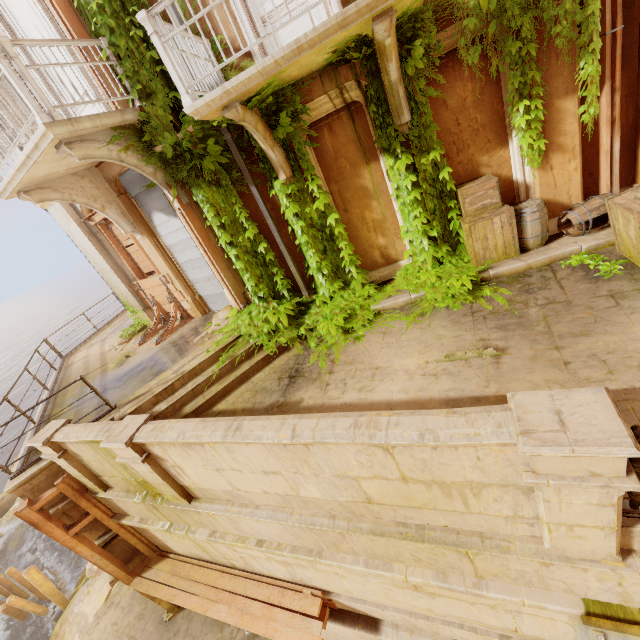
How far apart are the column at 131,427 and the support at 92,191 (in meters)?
5.53

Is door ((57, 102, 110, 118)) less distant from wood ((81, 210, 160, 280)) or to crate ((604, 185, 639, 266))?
wood ((81, 210, 160, 280))

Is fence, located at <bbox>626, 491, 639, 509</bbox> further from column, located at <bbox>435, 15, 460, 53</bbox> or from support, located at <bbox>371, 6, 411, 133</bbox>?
column, located at <bbox>435, 15, 460, 53</bbox>

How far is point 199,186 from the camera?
6.7m

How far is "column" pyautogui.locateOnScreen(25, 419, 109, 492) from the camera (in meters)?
5.55

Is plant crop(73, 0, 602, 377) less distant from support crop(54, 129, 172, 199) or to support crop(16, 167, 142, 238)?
support crop(54, 129, 172, 199)

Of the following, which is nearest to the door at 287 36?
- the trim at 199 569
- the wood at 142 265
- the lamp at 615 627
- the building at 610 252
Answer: the building at 610 252

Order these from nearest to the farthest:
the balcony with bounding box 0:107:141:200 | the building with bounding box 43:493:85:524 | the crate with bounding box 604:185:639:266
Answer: the crate with bounding box 604:185:639:266, the balcony with bounding box 0:107:141:200, the building with bounding box 43:493:85:524
